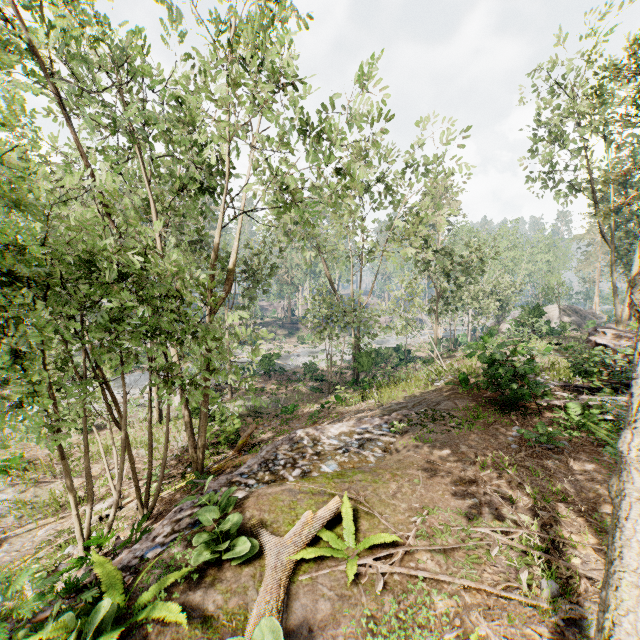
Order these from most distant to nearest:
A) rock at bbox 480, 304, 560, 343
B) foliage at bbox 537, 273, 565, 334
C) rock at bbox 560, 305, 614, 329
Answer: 1. foliage at bbox 537, 273, 565, 334
2. rock at bbox 560, 305, 614, 329
3. rock at bbox 480, 304, 560, 343

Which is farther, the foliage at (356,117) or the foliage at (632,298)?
the foliage at (356,117)

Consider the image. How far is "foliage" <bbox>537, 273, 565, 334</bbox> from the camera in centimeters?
3528cm

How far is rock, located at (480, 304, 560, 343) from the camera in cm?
2464

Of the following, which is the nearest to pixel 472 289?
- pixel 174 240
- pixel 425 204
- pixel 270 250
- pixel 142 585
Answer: pixel 425 204

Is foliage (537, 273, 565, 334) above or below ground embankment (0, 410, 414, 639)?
above

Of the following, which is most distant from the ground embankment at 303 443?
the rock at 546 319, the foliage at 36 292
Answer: the rock at 546 319
